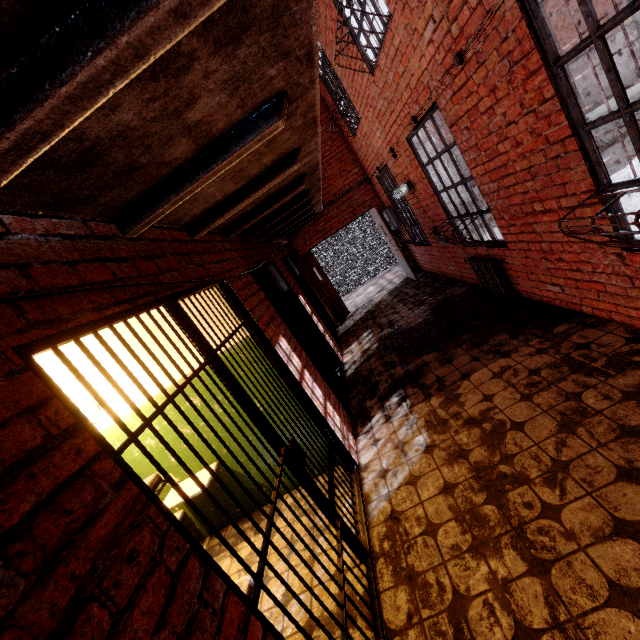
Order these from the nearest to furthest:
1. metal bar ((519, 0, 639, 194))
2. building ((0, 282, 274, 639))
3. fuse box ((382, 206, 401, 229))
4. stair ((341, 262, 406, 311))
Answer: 1. building ((0, 282, 274, 639))
2. metal bar ((519, 0, 639, 194))
3. fuse box ((382, 206, 401, 229))
4. stair ((341, 262, 406, 311))

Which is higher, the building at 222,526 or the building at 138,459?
the building at 138,459

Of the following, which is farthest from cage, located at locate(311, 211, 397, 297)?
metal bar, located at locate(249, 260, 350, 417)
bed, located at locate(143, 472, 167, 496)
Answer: bed, located at locate(143, 472, 167, 496)

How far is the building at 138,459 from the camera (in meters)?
3.60

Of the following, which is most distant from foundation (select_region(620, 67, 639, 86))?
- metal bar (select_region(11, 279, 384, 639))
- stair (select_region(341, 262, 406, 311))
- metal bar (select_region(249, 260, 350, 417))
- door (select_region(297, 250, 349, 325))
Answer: metal bar (select_region(11, 279, 384, 639))

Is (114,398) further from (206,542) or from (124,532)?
(124,532)

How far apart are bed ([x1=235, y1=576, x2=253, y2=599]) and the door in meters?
6.9 m

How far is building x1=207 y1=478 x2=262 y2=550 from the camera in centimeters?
336cm
